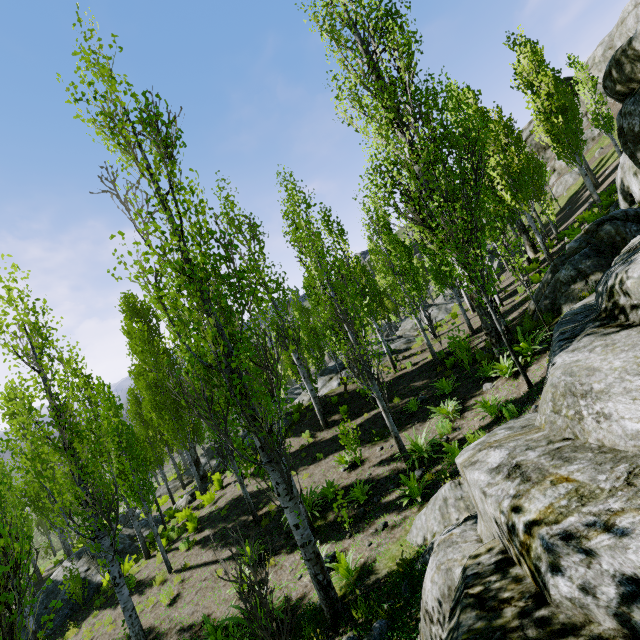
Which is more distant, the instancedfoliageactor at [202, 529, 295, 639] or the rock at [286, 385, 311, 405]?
the rock at [286, 385, 311, 405]

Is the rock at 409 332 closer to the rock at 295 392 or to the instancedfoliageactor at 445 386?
the instancedfoliageactor at 445 386

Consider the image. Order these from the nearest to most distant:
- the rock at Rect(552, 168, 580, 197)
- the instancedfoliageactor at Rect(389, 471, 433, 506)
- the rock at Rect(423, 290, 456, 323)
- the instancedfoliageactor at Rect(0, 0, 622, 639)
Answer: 1. the instancedfoliageactor at Rect(0, 0, 622, 639)
2. the instancedfoliageactor at Rect(389, 471, 433, 506)
3. the rock at Rect(423, 290, 456, 323)
4. the rock at Rect(552, 168, 580, 197)

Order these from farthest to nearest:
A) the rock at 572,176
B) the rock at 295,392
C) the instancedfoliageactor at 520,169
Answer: the rock at 572,176
the rock at 295,392
the instancedfoliageactor at 520,169

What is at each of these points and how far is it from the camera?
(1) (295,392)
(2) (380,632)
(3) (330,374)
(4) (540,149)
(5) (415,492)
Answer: (1) rock, 37.3 meters
(2) rock, 4.3 meters
(3) rock, 21.7 meters
(4) rock, 44.0 meters
(5) instancedfoliageactor, 7.4 meters

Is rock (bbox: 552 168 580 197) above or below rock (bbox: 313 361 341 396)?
above

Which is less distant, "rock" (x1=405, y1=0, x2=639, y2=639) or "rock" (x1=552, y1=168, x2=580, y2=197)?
"rock" (x1=405, y1=0, x2=639, y2=639)

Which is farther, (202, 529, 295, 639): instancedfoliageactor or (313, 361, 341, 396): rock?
(313, 361, 341, 396): rock
